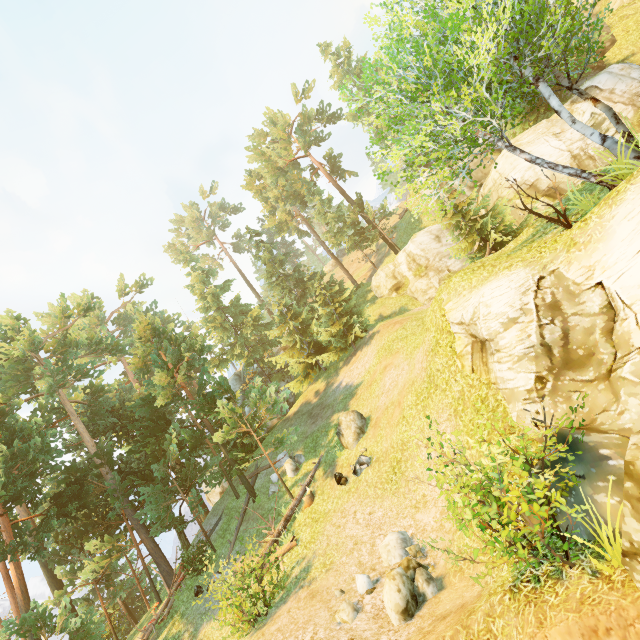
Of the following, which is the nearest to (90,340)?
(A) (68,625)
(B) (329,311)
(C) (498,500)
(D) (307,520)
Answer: (A) (68,625)

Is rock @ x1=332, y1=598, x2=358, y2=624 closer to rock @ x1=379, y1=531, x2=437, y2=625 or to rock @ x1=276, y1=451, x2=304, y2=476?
rock @ x1=379, y1=531, x2=437, y2=625

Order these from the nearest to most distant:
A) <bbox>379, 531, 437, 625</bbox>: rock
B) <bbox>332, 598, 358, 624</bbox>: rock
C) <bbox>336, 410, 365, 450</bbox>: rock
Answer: <bbox>379, 531, 437, 625</bbox>: rock → <bbox>332, 598, 358, 624</bbox>: rock → <bbox>336, 410, 365, 450</bbox>: rock

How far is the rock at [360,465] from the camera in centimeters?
1415cm

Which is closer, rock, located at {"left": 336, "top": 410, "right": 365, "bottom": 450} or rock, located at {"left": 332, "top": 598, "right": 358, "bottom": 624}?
rock, located at {"left": 332, "top": 598, "right": 358, "bottom": 624}

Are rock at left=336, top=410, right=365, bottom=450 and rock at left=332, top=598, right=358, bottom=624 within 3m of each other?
no

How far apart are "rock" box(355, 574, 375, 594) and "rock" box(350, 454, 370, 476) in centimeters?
508cm

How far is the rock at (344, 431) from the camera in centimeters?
1616cm
